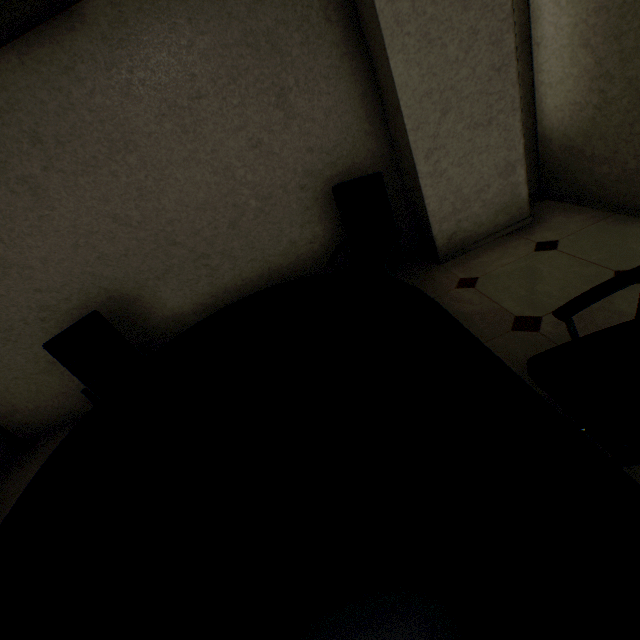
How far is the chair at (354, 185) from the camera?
2.5m

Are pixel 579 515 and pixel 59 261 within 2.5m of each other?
no

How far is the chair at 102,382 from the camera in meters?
2.6 m

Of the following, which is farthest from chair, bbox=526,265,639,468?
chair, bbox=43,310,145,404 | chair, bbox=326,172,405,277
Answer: chair, bbox=43,310,145,404

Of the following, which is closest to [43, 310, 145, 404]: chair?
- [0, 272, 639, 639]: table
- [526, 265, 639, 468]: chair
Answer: [0, 272, 639, 639]: table

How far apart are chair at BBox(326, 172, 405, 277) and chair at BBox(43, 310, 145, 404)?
1.7 meters

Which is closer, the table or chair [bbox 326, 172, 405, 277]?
the table

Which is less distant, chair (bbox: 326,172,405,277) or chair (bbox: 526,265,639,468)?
chair (bbox: 526,265,639,468)
